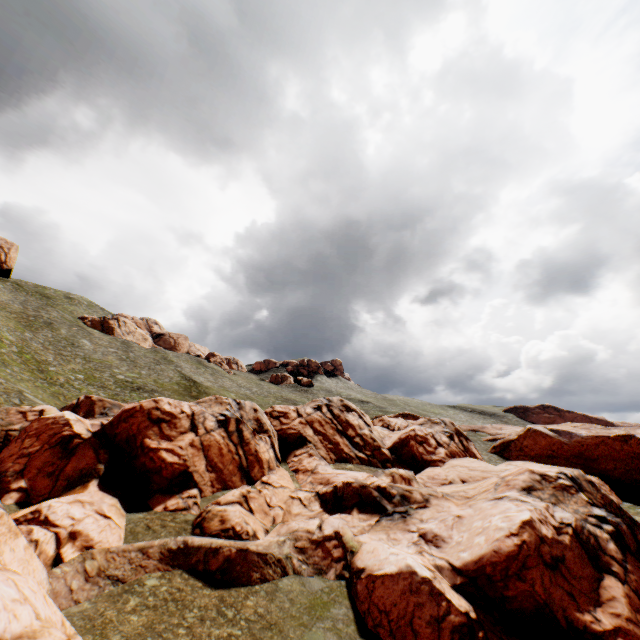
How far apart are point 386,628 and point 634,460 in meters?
49.1 m
